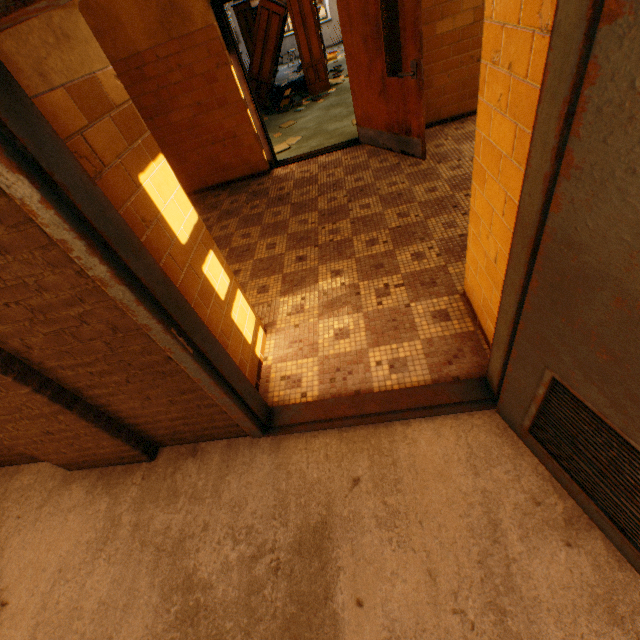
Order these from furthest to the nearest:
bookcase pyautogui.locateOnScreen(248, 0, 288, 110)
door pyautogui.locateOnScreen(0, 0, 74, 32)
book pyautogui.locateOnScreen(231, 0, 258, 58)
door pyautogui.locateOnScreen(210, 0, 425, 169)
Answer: book pyautogui.locateOnScreen(231, 0, 258, 58) → bookcase pyautogui.locateOnScreen(248, 0, 288, 110) → door pyautogui.locateOnScreen(210, 0, 425, 169) → door pyautogui.locateOnScreen(0, 0, 74, 32)

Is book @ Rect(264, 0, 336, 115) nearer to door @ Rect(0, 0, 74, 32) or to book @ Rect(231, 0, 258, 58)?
book @ Rect(231, 0, 258, 58)

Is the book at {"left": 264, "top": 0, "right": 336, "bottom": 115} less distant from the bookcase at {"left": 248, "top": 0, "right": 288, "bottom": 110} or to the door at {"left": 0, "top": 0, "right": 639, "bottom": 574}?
the bookcase at {"left": 248, "top": 0, "right": 288, "bottom": 110}

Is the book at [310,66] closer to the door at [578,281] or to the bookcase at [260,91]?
the bookcase at [260,91]

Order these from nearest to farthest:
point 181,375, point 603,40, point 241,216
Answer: point 603,40 < point 181,375 < point 241,216

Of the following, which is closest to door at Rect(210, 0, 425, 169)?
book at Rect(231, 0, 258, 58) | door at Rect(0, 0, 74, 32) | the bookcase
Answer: door at Rect(0, 0, 74, 32)

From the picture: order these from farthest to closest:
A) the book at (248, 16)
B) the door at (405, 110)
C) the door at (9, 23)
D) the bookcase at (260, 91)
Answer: the book at (248, 16)
the bookcase at (260, 91)
the door at (405, 110)
the door at (9, 23)

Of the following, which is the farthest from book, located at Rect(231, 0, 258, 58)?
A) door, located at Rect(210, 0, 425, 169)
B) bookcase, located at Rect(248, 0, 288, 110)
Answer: door, located at Rect(210, 0, 425, 169)
